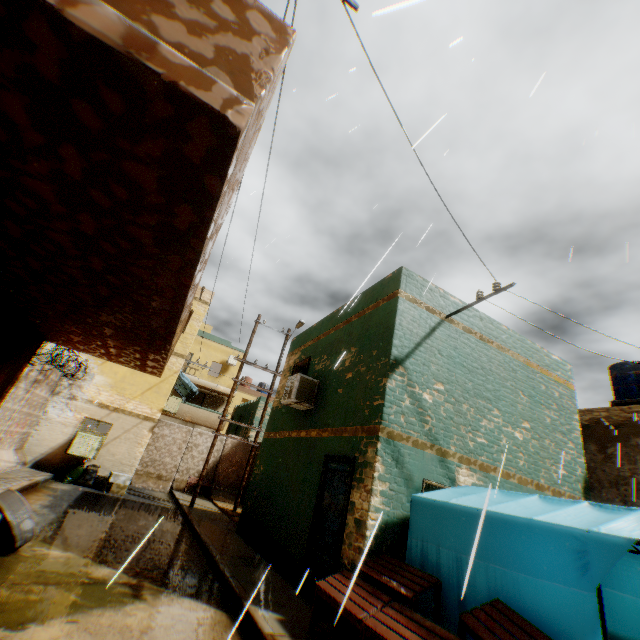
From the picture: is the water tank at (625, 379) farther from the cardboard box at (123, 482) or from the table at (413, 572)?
the cardboard box at (123, 482)

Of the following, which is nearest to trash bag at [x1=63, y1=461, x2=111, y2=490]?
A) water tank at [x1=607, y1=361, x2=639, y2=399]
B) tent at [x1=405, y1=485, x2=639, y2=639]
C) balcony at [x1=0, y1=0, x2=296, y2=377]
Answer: balcony at [x1=0, y1=0, x2=296, y2=377]

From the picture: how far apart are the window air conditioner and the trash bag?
0.2 meters

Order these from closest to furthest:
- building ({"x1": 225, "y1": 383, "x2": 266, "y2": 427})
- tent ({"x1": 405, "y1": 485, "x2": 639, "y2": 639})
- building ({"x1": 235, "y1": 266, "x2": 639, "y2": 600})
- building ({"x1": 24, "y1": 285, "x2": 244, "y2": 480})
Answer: tent ({"x1": 405, "y1": 485, "x2": 639, "y2": 639})
building ({"x1": 235, "y1": 266, "x2": 639, "y2": 600})
building ({"x1": 24, "y1": 285, "x2": 244, "y2": 480})
building ({"x1": 225, "y1": 383, "x2": 266, "y2": 427})

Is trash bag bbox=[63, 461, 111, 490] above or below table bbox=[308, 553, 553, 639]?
below

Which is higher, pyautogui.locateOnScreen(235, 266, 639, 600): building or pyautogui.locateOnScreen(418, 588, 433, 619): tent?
pyautogui.locateOnScreen(235, 266, 639, 600): building

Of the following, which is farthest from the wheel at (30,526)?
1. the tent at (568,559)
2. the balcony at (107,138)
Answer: the tent at (568,559)

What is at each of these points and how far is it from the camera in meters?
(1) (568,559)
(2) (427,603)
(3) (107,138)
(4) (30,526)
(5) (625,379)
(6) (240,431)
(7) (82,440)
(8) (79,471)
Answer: (1) tent, 3.5
(2) tent, 4.7
(3) balcony, 1.7
(4) wheel, 5.2
(5) water tank, 14.5
(6) building, 29.6
(7) window air conditioner, 12.8
(8) trash bag, 12.6
